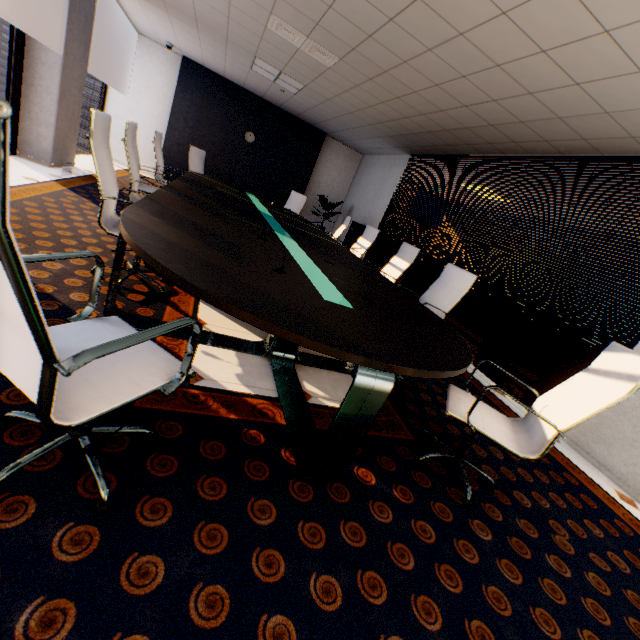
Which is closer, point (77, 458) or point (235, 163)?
point (77, 458)

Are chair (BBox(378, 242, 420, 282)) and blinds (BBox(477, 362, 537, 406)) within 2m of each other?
yes

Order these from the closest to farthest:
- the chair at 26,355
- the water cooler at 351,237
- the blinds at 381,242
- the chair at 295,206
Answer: the chair at 26,355
the blinds at 381,242
the chair at 295,206
the water cooler at 351,237

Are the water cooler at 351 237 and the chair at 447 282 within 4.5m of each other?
no

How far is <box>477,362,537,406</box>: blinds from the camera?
3.9 meters

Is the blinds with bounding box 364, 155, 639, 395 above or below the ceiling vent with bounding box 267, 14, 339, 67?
below

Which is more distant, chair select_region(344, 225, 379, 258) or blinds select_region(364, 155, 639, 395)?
chair select_region(344, 225, 379, 258)

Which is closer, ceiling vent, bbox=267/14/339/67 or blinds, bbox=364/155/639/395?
blinds, bbox=364/155/639/395
